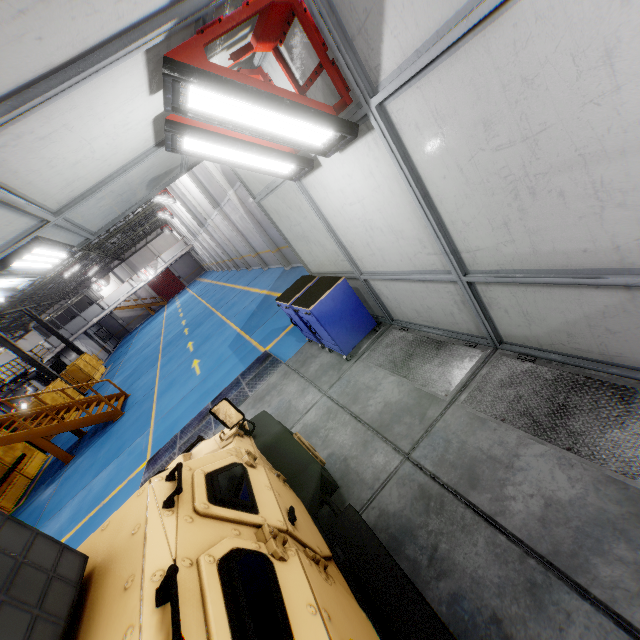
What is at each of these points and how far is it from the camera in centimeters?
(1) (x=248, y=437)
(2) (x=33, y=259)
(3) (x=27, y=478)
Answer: (1) car, 315cm
(2) light, 394cm
(3) metal panel, 1354cm

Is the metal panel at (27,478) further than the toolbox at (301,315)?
Yes

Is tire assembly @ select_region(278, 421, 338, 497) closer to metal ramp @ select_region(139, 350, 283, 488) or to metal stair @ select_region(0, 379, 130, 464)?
metal ramp @ select_region(139, 350, 283, 488)

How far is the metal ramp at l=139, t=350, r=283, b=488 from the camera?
6.9 meters

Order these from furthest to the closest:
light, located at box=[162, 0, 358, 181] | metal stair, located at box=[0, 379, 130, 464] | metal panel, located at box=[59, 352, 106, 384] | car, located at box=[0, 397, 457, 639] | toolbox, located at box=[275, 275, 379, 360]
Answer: metal panel, located at box=[59, 352, 106, 384]
metal stair, located at box=[0, 379, 130, 464]
toolbox, located at box=[275, 275, 379, 360]
light, located at box=[162, 0, 358, 181]
car, located at box=[0, 397, 457, 639]

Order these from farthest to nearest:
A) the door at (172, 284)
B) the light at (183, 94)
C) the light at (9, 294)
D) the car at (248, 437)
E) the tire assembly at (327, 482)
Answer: the door at (172, 284) < the light at (9, 294) < the tire assembly at (327, 482) < the light at (183, 94) < the car at (248, 437)

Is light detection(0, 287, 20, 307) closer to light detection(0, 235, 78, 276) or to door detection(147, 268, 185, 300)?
light detection(0, 235, 78, 276)

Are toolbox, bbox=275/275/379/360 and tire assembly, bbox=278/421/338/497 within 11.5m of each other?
yes
